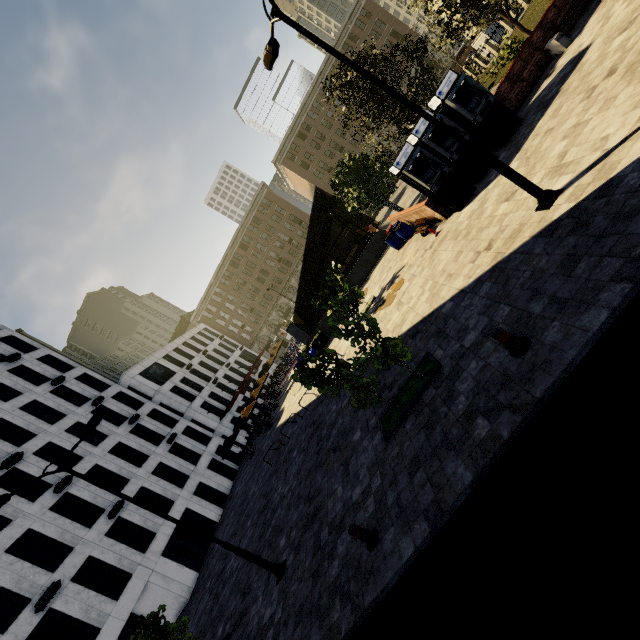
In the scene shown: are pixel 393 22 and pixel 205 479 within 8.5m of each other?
no

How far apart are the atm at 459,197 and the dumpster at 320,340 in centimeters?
1279cm

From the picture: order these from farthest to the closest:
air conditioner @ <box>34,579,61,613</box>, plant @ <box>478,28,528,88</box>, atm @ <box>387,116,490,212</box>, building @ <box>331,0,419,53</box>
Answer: building @ <box>331,0,419,53</box>
plant @ <box>478,28,528,88</box>
air conditioner @ <box>34,579,61,613</box>
atm @ <box>387,116,490,212</box>

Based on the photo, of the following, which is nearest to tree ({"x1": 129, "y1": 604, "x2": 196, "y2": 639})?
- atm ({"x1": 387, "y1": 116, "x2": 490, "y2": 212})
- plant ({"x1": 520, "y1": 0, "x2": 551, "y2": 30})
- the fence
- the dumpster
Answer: plant ({"x1": 520, "y1": 0, "x2": 551, "y2": 30})

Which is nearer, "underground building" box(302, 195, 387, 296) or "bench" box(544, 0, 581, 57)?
"bench" box(544, 0, 581, 57)

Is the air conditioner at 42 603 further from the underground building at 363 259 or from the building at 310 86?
the building at 310 86

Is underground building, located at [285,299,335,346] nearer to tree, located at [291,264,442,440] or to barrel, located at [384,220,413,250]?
tree, located at [291,264,442,440]

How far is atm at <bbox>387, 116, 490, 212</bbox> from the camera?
12.16m
